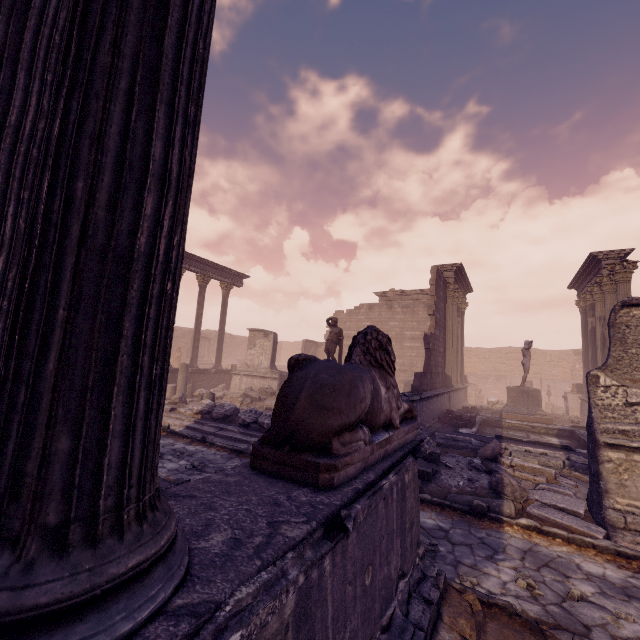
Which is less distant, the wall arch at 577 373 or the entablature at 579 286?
the entablature at 579 286

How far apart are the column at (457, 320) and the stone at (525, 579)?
14.5m

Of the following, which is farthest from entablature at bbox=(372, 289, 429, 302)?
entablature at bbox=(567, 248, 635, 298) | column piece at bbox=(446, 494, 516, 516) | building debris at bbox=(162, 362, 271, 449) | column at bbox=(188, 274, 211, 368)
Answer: column at bbox=(188, 274, 211, 368)

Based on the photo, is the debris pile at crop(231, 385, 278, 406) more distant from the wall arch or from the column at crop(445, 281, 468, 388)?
the wall arch

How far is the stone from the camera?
3.8m

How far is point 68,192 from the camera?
0.9 meters

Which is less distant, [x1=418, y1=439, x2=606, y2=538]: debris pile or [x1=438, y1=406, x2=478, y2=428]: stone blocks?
[x1=418, y1=439, x2=606, y2=538]: debris pile

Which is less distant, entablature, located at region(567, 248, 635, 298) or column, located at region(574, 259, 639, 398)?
column, located at region(574, 259, 639, 398)
